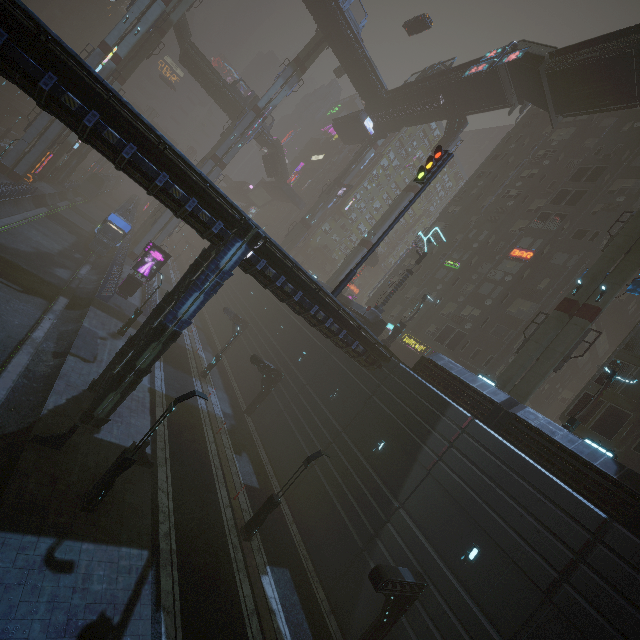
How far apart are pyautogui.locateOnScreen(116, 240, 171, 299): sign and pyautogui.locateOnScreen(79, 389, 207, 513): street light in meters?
23.5 m

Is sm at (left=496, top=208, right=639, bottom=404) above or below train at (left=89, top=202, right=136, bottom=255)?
above

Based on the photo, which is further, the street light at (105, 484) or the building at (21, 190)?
the building at (21, 190)

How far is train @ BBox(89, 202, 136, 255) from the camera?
37.8 meters

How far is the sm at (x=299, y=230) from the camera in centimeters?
5419cm

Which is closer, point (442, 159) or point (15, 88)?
point (442, 159)

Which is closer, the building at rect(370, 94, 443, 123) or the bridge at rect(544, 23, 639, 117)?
the bridge at rect(544, 23, 639, 117)

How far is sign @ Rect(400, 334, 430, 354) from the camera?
34.1m
